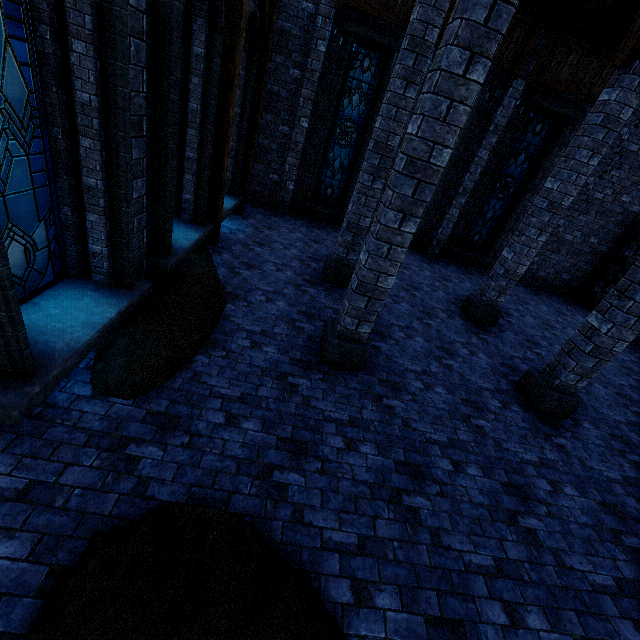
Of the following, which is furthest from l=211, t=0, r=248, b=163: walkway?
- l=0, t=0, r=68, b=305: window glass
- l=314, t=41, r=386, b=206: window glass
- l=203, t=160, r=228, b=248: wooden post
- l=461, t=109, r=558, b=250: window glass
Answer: l=461, t=109, r=558, b=250: window glass

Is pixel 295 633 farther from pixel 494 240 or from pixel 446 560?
pixel 494 240

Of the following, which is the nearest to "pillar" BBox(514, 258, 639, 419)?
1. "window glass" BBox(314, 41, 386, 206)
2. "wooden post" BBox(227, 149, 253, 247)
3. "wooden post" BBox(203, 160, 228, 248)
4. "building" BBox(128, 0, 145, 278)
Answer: "building" BBox(128, 0, 145, 278)

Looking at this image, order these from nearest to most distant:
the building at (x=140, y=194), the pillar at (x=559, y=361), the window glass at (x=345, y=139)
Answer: the building at (x=140, y=194) → the pillar at (x=559, y=361) → the window glass at (x=345, y=139)

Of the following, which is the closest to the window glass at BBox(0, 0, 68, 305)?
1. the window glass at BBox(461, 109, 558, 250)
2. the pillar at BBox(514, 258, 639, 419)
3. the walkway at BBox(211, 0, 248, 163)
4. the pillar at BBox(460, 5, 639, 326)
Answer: the walkway at BBox(211, 0, 248, 163)

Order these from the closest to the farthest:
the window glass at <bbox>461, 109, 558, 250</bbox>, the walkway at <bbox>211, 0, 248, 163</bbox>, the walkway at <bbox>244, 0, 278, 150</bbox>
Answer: the walkway at <bbox>211, 0, 248, 163</bbox>
the walkway at <bbox>244, 0, 278, 150</bbox>
the window glass at <bbox>461, 109, 558, 250</bbox>

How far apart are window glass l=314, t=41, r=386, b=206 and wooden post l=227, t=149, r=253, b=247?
2.1 meters

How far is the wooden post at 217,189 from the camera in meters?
6.9
